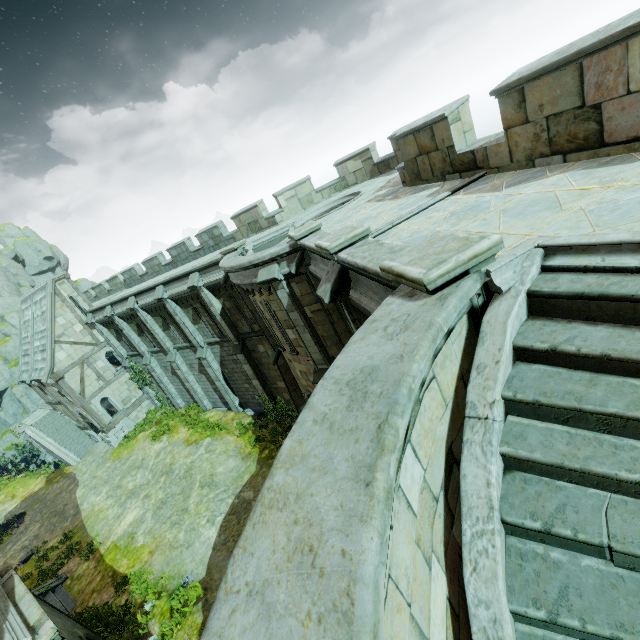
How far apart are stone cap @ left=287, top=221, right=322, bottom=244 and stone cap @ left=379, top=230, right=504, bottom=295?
5.6m

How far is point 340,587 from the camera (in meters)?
1.38

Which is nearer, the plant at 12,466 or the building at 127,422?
the building at 127,422

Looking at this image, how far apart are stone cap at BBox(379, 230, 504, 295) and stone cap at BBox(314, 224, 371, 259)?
2.2m

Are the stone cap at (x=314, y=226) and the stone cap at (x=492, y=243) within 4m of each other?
no

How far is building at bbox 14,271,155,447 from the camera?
24.2 meters

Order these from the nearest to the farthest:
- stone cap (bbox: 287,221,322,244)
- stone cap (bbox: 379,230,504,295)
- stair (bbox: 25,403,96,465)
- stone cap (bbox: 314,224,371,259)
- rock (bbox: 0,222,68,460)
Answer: stone cap (bbox: 379,230,504,295)
stone cap (bbox: 314,224,371,259)
stone cap (bbox: 287,221,322,244)
stair (bbox: 25,403,96,465)
rock (bbox: 0,222,68,460)

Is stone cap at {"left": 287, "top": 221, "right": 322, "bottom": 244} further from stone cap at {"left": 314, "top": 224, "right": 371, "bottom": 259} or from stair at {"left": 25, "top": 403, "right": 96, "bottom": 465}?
stair at {"left": 25, "top": 403, "right": 96, "bottom": 465}
